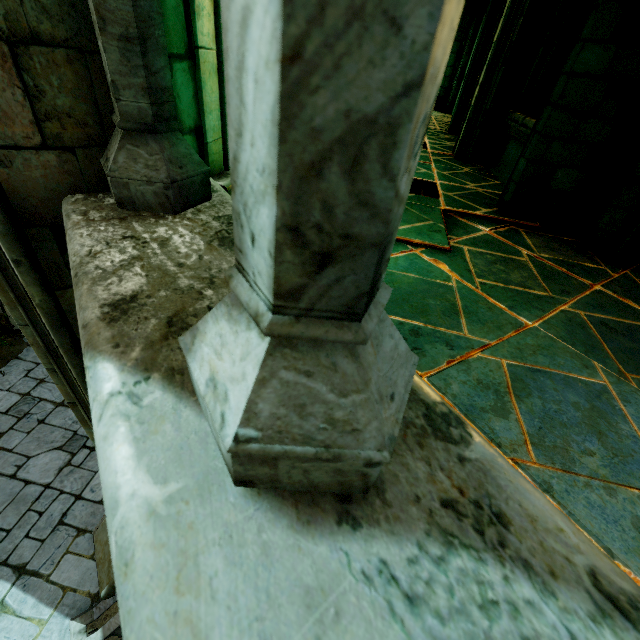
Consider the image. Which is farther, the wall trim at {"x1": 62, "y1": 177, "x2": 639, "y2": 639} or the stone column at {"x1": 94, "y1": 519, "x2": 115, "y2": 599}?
the stone column at {"x1": 94, "y1": 519, "x2": 115, "y2": 599}

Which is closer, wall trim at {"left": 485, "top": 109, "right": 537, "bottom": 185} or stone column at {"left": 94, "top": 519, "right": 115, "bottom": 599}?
stone column at {"left": 94, "top": 519, "right": 115, "bottom": 599}

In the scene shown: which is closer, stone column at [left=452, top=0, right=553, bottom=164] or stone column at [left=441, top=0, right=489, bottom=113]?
stone column at [left=452, top=0, right=553, bottom=164]

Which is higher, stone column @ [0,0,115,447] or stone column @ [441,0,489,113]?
stone column @ [441,0,489,113]

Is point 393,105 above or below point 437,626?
above

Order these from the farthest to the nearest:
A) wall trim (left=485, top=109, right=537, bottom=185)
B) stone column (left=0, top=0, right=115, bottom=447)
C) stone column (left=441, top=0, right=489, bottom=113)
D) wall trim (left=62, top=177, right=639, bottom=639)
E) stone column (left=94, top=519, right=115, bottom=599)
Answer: stone column (left=441, top=0, right=489, bottom=113)
wall trim (left=485, top=109, right=537, bottom=185)
stone column (left=94, top=519, right=115, bottom=599)
stone column (left=0, top=0, right=115, bottom=447)
wall trim (left=62, top=177, right=639, bottom=639)

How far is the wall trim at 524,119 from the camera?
4.4m

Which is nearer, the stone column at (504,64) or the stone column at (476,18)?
the stone column at (504,64)
